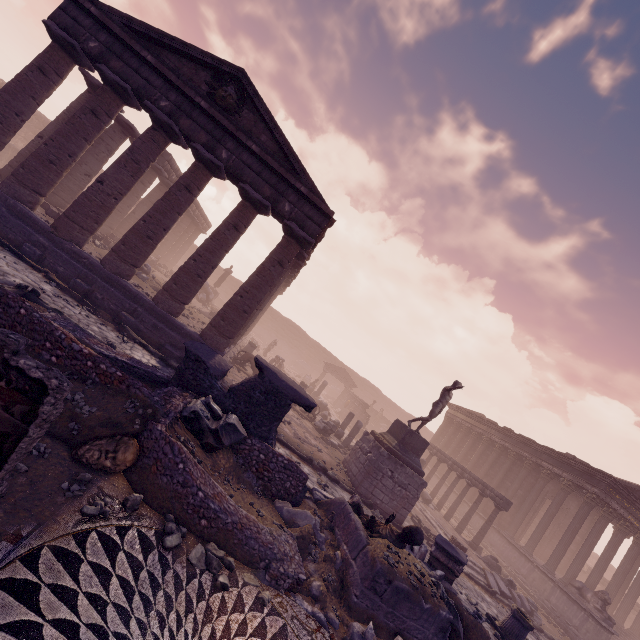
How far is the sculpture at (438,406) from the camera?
13.29m

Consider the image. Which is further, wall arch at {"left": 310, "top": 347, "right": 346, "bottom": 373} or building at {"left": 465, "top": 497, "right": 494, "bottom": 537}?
wall arch at {"left": 310, "top": 347, "right": 346, "bottom": 373}

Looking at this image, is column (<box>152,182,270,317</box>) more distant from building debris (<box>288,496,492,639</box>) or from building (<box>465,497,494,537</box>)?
building (<box>465,497,494,537</box>)

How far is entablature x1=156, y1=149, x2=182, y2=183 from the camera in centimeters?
1973cm

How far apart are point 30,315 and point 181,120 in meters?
9.5

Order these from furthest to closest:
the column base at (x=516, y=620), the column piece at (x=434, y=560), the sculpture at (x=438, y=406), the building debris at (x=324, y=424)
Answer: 1. the building debris at (x=324, y=424)
2. the sculpture at (x=438, y=406)
3. the column base at (x=516, y=620)
4. the column piece at (x=434, y=560)

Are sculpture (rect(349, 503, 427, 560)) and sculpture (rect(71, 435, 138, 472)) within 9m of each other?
yes

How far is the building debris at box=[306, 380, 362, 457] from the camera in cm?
1622
